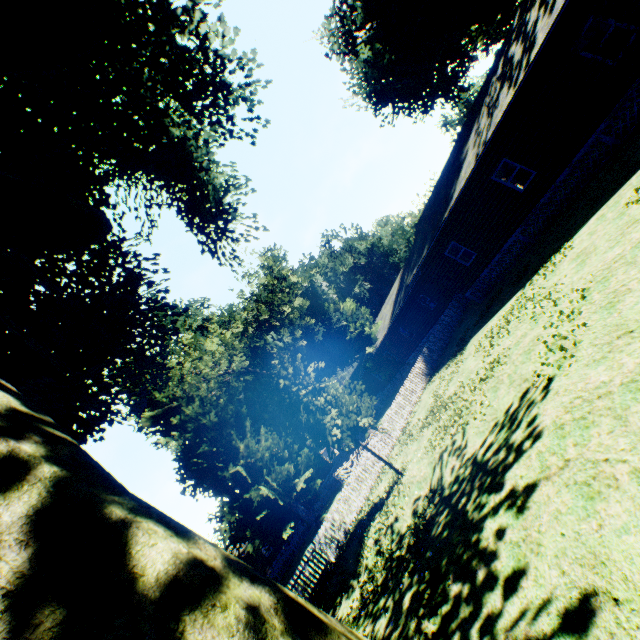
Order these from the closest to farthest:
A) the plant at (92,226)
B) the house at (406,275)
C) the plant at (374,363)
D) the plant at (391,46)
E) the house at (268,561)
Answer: the plant at (92,226), the house at (406,275), the plant at (391,46), the plant at (374,363), the house at (268,561)

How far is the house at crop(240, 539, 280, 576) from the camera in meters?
36.9

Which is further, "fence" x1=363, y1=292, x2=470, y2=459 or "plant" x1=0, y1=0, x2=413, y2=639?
"fence" x1=363, y1=292, x2=470, y2=459

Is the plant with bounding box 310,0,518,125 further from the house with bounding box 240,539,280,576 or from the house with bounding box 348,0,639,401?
the house with bounding box 240,539,280,576

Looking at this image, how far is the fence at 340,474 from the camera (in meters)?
14.12

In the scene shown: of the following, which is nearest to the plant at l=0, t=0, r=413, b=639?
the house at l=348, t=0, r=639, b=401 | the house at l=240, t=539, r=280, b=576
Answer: the house at l=348, t=0, r=639, b=401

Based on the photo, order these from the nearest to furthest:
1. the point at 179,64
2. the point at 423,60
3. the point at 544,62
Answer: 1. the point at 544,62
2. the point at 179,64
3. the point at 423,60
